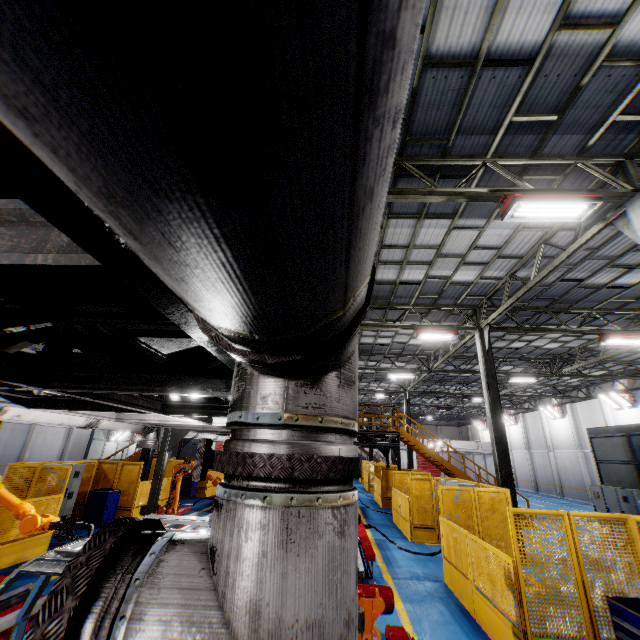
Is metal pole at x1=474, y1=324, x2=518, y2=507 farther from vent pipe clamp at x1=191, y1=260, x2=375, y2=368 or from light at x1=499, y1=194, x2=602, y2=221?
vent pipe clamp at x1=191, y1=260, x2=375, y2=368

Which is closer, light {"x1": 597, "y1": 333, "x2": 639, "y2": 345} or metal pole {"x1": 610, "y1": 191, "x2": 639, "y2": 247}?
metal pole {"x1": 610, "y1": 191, "x2": 639, "y2": 247}

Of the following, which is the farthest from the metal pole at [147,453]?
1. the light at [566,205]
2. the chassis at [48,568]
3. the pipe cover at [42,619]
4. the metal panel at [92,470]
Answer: the pipe cover at [42,619]

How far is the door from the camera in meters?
52.2

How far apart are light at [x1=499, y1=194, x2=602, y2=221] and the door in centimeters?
5371cm

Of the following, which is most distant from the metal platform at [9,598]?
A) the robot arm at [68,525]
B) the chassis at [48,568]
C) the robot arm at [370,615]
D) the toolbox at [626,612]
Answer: the toolbox at [626,612]

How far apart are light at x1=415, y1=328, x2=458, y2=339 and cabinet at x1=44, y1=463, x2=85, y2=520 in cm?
1378

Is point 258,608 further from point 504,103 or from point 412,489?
point 412,489
